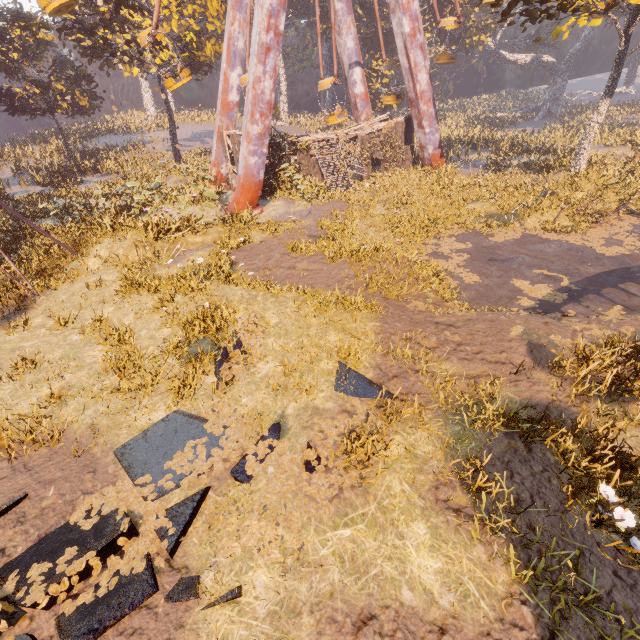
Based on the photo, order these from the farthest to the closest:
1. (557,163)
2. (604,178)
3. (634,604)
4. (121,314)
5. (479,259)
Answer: (557,163) → (604,178) → (479,259) → (121,314) → (634,604)

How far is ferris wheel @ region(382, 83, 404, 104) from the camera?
24.1m

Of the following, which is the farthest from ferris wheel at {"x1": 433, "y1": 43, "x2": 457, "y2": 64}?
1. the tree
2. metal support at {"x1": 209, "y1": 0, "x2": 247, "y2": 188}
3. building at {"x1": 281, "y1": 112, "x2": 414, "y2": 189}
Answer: the tree

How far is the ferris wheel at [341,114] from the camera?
22.9m

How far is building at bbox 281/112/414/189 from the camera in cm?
2178

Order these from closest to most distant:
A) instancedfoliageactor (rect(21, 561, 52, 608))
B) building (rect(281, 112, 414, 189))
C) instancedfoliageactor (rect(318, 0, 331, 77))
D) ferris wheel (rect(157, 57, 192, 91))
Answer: instancedfoliageactor (rect(21, 561, 52, 608)) → ferris wheel (rect(157, 57, 192, 91)) → building (rect(281, 112, 414, 189)) → instancedfoliageactor (rect(318, 0, 331, 77))

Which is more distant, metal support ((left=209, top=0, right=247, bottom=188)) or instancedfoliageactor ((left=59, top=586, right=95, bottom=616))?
metal support ((left=209, top=0, right=247, bottom=188))

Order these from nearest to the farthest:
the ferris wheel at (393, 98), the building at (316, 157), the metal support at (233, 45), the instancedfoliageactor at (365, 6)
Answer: the metal support at (233, 45) < the building at (316, 157) < the ferris wheel at (393, 98) < the instancedfoliageactor at (365, 6)
